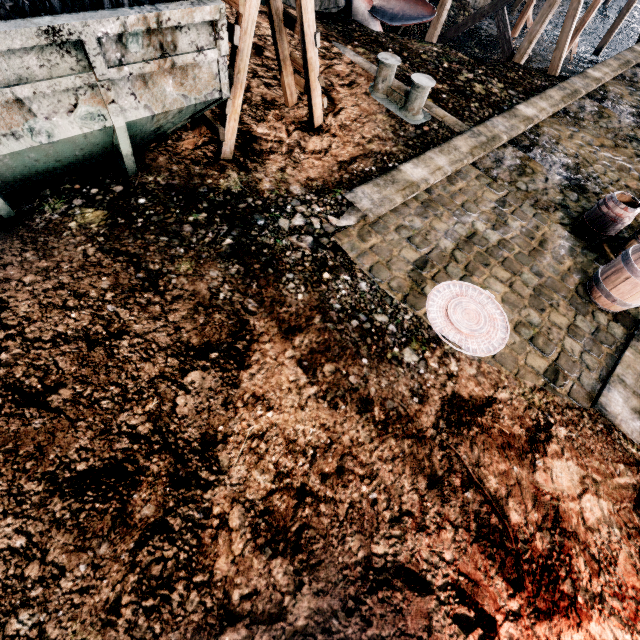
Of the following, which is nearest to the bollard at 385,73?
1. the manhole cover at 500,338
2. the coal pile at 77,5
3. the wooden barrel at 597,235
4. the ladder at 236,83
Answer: the ladder at 236,83

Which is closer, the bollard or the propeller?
the bollard

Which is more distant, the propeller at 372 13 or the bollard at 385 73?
the propeller at 372 13

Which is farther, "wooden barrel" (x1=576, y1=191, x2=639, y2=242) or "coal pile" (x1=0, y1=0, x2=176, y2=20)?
"wooden barrel" (x1=576, y1=191, x2=639, y2=242)

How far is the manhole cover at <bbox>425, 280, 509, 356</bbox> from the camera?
5.62m

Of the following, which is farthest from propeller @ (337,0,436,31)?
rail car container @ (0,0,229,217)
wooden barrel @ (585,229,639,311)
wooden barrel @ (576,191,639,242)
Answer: wooden barrel @ (585,229,639,311)

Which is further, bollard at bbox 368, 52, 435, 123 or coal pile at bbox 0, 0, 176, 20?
bollard at bbox 368, 52, 435, 123

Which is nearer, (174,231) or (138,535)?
(138,535)
